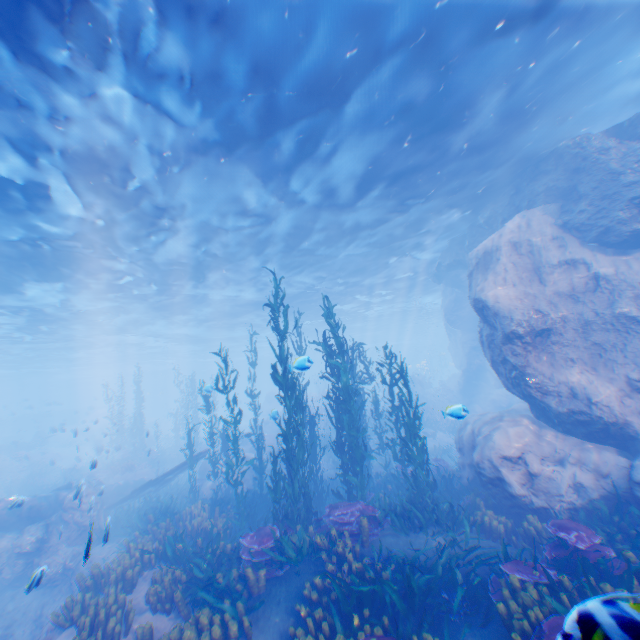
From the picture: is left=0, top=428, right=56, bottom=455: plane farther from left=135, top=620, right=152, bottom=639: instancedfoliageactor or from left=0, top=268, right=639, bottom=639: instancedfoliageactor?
left=135, top=620, right=152, bottom=639: instancedfoliageactor

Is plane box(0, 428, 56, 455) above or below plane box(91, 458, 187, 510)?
above

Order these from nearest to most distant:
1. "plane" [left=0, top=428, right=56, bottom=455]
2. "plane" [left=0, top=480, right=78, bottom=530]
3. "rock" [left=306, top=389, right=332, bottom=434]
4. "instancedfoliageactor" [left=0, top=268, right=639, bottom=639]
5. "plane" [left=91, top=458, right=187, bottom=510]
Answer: "instancedfoliageactor" [left=0, top=268, right=639, bottom=639] < "plane" [left=0, top=480, right=78, bottom=530] < "plane" [left=91, top=458, right=187, bottom=510] < "rock" [left=306, top=389, right=332, bottom=434] < "plane" [left=0, top=428, right=56, bottom=455]

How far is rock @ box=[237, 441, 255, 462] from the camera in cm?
1802

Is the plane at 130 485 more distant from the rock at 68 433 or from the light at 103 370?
the light at 103 370

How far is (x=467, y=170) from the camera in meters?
12.9 m

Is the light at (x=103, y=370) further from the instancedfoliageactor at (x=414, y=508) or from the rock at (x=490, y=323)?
the instancedfoliageactor at (x=414, y=508)
